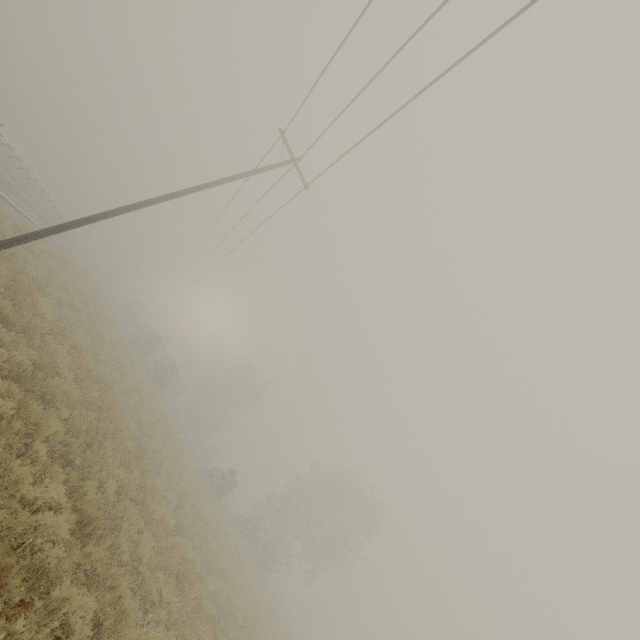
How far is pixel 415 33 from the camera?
7.7 meters
